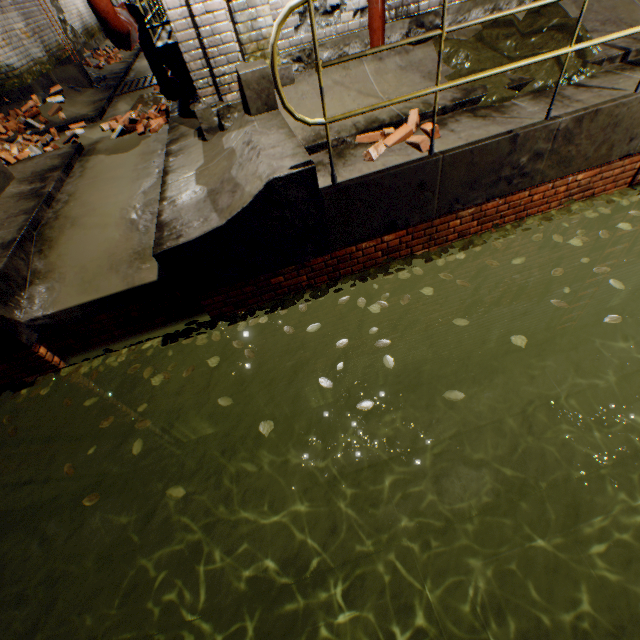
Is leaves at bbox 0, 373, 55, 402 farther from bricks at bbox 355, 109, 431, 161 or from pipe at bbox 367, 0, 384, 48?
pipe at bbox 367, 0, 384, 48

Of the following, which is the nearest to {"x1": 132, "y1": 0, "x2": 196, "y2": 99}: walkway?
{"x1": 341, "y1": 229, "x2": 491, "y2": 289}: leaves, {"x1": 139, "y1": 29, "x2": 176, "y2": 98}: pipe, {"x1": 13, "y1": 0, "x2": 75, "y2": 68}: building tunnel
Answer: {"x1": 13, "y1": 0, "x2": 75, "y2": 68}: building tunnel

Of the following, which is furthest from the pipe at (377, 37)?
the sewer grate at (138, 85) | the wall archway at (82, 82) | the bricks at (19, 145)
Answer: the sewer grate at (138, 85)

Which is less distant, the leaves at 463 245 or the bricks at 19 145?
the leaves at 463 245

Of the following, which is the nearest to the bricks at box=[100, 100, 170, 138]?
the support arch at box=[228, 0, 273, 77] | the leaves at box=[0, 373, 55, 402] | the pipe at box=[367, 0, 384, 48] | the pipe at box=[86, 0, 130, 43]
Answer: the pipe at box=[86, 0, 130, 43]

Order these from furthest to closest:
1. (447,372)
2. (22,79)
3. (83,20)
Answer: (83,20), (22,79), (447,372)

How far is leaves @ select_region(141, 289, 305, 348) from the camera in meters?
3.8

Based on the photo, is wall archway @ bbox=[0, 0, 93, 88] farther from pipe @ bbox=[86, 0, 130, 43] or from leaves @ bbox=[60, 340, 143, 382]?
leaves @ bbox=[60, 340, 143, 382]
